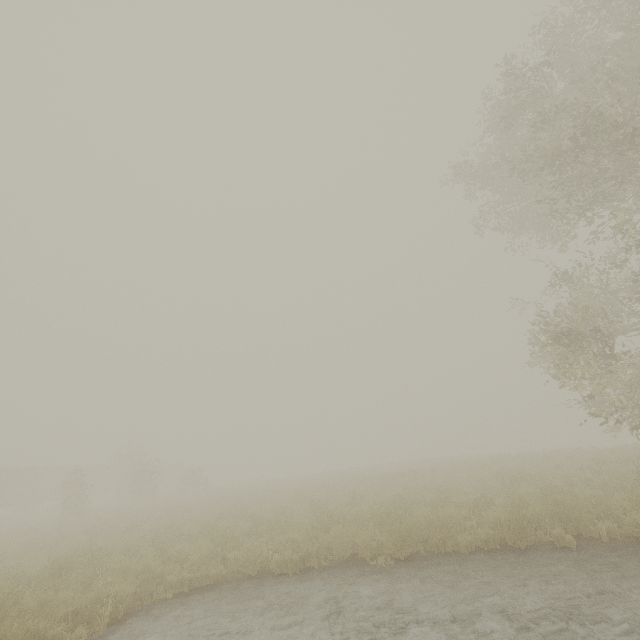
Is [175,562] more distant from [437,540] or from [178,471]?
[178,471]
